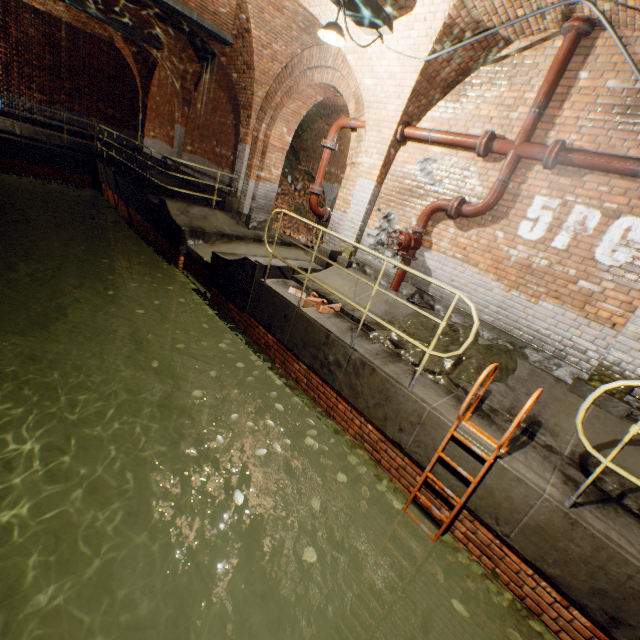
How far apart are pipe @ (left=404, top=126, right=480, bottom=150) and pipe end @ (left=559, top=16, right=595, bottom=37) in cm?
141

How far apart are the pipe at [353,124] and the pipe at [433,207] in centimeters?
224cm

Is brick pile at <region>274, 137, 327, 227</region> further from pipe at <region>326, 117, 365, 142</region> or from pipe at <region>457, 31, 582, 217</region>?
pipe at <region>457, 31, 582, 217</region>

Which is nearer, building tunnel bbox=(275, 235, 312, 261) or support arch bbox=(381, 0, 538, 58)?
A: support arch bbox=(381, 0, 538, 58)

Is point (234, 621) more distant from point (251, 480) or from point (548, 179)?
point (548, 179)

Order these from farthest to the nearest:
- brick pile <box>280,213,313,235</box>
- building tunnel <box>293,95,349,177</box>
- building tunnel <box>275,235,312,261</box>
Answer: brick pile <box>280,213,313,235</box> < building tunnel <box>293,95,349,177</box> < building tunnel <box>275,235,312,261</box>

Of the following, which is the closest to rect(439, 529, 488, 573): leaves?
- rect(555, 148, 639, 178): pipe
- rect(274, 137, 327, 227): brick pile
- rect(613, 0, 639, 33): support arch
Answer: rect(613, 0, 639, 33): support arch

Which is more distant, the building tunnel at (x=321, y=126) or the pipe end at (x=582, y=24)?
the building tunnel at (x=321, y=126)
